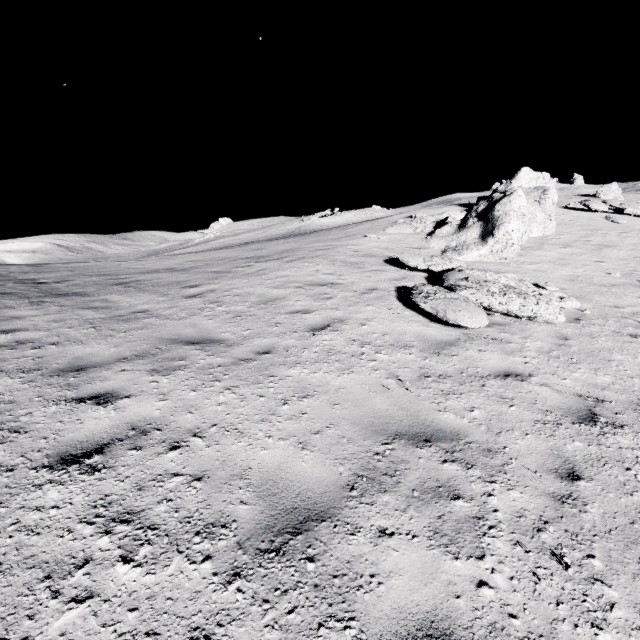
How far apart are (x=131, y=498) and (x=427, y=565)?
2.4 meters
